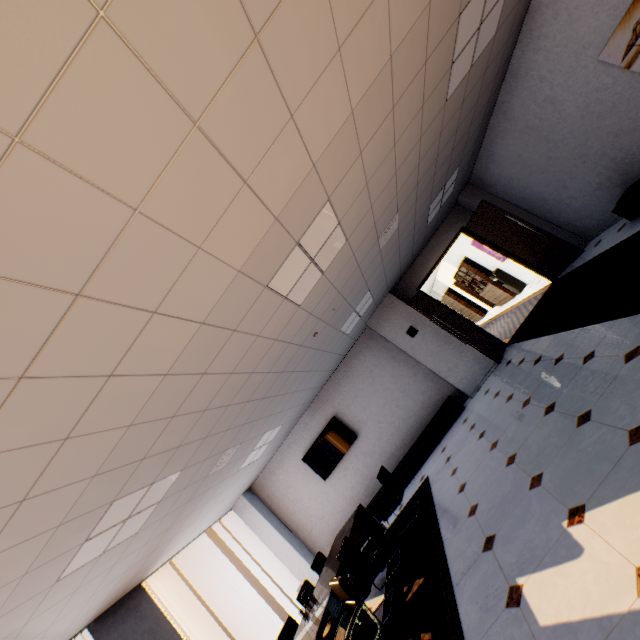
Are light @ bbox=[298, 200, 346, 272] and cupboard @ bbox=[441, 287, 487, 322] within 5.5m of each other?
no

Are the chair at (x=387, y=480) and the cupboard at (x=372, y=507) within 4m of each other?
yes

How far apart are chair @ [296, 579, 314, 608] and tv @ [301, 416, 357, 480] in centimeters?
289cm

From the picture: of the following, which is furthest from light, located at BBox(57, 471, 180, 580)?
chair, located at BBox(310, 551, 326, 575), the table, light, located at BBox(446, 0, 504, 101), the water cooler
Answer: the water cooler

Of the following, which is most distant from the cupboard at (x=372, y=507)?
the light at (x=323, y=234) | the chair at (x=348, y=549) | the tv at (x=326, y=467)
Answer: the light at (x=323, y=234)

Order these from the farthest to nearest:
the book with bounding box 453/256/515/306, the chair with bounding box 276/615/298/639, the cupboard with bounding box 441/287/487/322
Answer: the cupboard with bounding box 441/287/487/322 < the book with bounding box 453/256/515/306 < the chair with bounding box 276/615/298/639

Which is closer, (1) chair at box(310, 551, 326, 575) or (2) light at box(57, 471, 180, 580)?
(2) light at box(57, 471, 180, 580)

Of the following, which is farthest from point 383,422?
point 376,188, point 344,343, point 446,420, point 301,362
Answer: point 376,188
